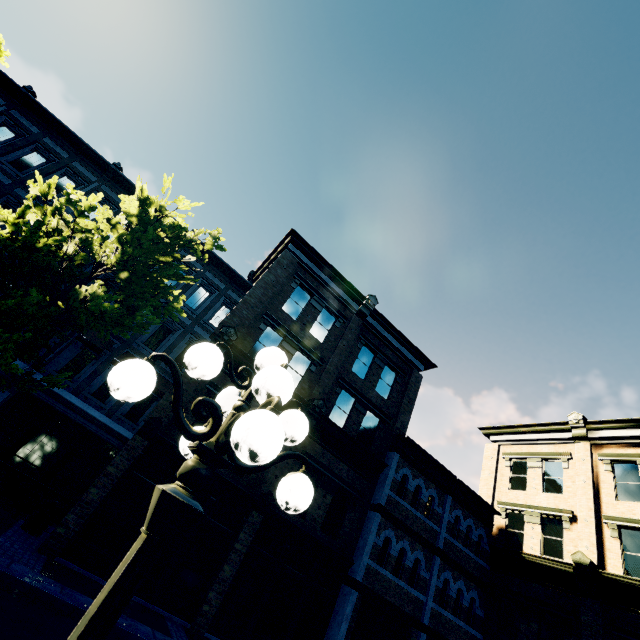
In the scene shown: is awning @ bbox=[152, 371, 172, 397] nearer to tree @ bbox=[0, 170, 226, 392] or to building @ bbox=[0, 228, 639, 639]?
building @ bbox=[0, 228, 639, 639]

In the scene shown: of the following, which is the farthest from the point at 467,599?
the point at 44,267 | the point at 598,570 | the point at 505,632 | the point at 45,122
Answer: the point at 45,122

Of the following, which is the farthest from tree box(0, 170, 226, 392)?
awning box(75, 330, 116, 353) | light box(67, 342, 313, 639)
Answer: light box(67, 342, 313, 639)

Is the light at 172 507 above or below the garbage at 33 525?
above

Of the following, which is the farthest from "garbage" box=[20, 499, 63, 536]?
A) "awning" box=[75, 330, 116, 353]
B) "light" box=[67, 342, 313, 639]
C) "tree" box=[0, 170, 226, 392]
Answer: "light" box=[67, 342, 313, 639]

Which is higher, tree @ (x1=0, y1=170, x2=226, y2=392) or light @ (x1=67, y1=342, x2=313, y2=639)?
tree @ (x1=0, y1=170, x2=226, y2=392)

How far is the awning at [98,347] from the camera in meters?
13.4 m

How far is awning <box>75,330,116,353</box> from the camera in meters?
13.4 m
